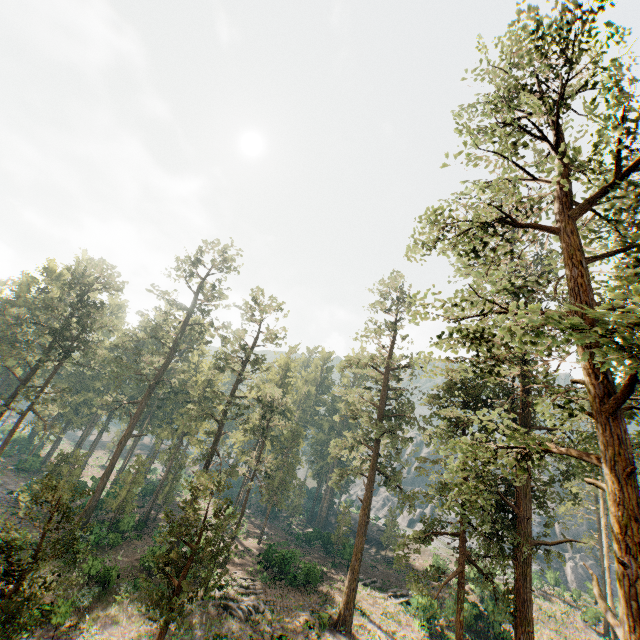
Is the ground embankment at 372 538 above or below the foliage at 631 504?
below

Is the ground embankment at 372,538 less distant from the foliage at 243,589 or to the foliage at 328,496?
the foliage at 328,496

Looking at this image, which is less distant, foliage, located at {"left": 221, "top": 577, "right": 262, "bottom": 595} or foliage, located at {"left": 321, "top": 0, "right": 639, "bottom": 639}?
foliage, located at {"left": 321, "top": 0, "right": 639, "bottom": 639}

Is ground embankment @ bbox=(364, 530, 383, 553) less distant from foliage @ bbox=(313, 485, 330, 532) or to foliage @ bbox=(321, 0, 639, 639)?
foliage @ bbox=(313, 485, 330, 532)

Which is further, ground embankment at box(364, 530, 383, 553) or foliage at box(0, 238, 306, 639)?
ground embankment at box(364, 530, 383, 553)

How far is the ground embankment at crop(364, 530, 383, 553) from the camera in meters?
53.1 m

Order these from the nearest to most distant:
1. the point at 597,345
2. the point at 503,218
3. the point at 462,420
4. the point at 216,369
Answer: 1. the point at 597,345
2. the point at 503,218
3. the point at 462,420
4. the point at 216,369

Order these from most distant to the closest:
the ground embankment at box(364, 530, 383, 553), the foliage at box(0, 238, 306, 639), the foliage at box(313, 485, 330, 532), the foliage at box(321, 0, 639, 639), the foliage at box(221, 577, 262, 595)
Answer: the foliage at box(313, 485, 330, 532) < the ground embankment at box(364, 530, 383, 553) < the foliage at box(221, 577, 262, 595) < the foliage at box(0, 238, 306, 639) < the foliage at box(321, 0, 639, 639)
